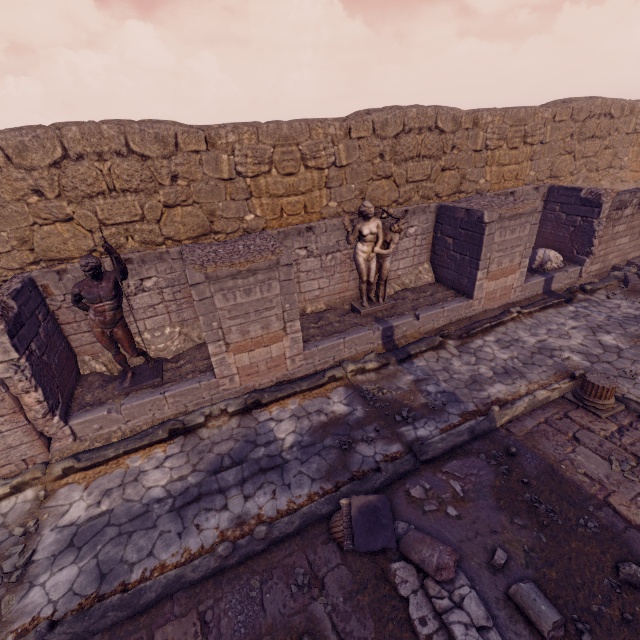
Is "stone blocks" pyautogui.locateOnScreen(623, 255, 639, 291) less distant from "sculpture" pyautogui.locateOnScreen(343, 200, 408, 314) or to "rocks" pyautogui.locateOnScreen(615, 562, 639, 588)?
"sculpture" pyautogui.locateOnScreen(343, 200, 408, 314)

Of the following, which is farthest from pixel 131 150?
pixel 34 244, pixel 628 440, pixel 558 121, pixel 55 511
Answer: pixel 558 121

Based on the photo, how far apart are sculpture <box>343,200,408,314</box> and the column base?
4.08m

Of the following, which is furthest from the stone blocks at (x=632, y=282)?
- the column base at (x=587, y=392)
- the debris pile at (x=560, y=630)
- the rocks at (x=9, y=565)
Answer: the rocks at (x=9, y=565)

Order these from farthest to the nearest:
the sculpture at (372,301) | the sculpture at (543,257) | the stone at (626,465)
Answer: the sculpture at (543,257) < the sculpture at (372,301) < the stone at (626,465)

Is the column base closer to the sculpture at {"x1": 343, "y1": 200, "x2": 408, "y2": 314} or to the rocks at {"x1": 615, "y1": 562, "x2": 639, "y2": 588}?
the rocks at {"x1": 615, "y1": 562, "x2": 639, "y2": 588}

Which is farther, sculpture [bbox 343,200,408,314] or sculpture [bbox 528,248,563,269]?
sculpture [bbox 528,248,563,269]

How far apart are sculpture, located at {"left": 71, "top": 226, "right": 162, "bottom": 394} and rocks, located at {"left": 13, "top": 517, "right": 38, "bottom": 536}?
2.22m
